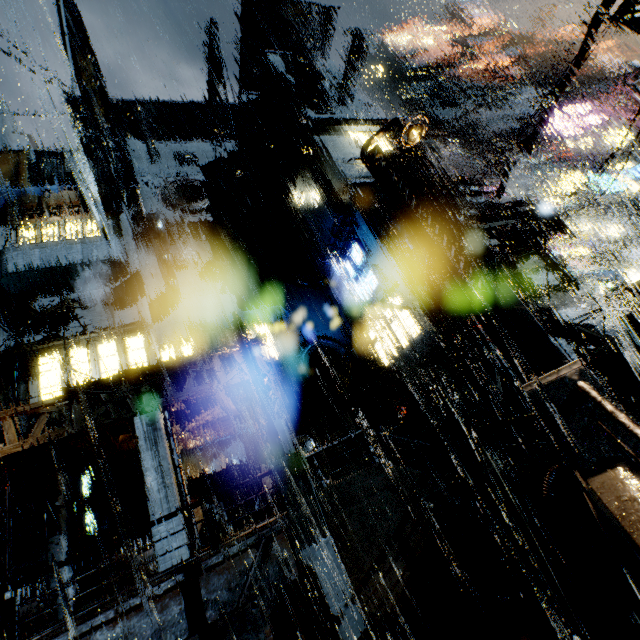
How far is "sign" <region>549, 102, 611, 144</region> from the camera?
27.8m

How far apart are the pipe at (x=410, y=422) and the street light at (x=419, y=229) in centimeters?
1435cm

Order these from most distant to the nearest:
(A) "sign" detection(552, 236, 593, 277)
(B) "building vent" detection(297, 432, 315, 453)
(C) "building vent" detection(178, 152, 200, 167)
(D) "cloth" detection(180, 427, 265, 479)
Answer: (C) "building vent" detection(178, 152, 200, 167), (A) "sign" detection(552, 236, 593, 277), (B) "building vent" detection(297, 432, 315, 453), (D) "cloth" detection(180, 427, 265, 479)

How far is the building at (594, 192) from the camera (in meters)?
30.33

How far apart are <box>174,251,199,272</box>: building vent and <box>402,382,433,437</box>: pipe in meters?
20.2 m

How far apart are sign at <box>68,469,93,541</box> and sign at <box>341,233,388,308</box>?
19.56m

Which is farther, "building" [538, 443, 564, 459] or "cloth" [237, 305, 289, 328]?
"cloth" [237, 305, 289, 328]

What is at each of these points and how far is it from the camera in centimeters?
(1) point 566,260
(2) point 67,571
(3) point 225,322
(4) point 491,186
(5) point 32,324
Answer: (1) cloth, 2520cm
(2) building, 1442cm
(3) cloth, 2136cm
(4) building vent, 1775cm
(5) scaffolding, 1731cm
